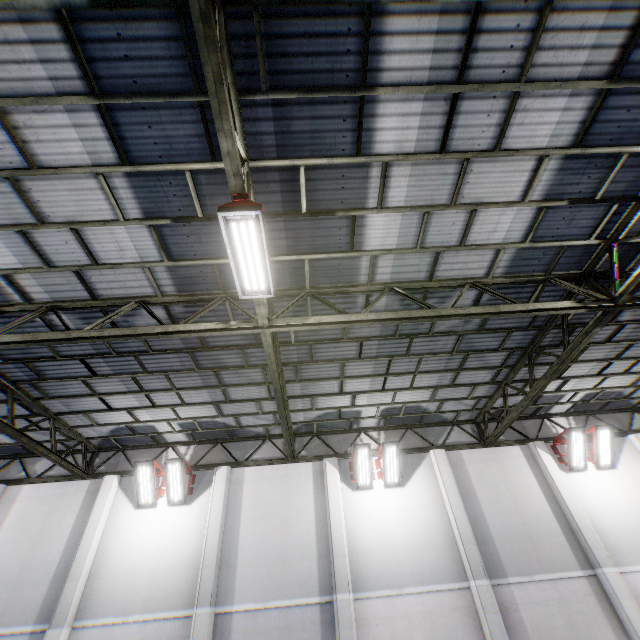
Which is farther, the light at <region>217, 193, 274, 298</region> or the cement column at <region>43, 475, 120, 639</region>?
the cement column at <region>43, 475, 120, 639</region>

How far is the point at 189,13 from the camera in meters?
4.0

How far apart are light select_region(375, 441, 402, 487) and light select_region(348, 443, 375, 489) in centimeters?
15cm

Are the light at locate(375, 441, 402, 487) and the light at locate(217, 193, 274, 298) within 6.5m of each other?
no

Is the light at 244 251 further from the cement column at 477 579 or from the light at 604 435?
the light at 604 435

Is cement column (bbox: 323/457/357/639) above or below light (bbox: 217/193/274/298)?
below

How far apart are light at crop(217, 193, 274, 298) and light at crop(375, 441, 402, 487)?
8.1m

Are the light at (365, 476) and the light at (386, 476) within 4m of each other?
yes
